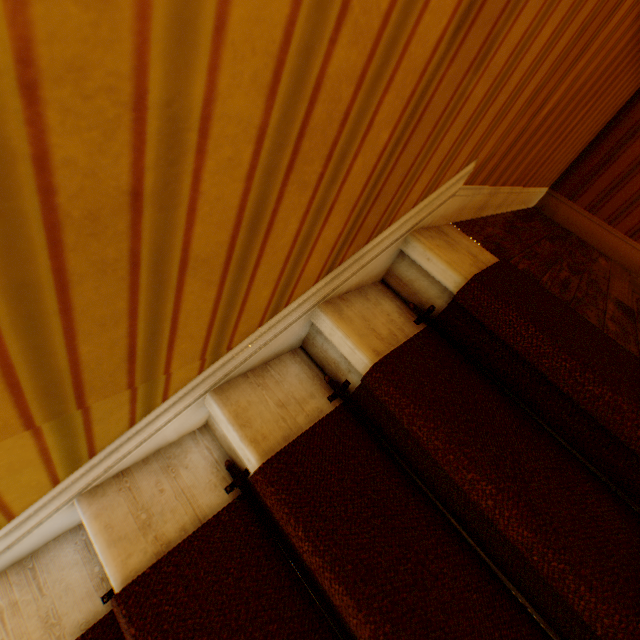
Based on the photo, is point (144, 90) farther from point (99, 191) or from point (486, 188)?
point (486, 188)
